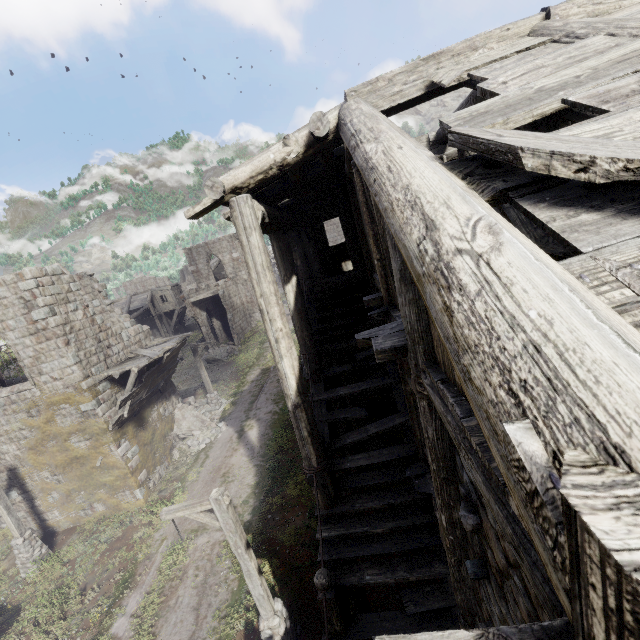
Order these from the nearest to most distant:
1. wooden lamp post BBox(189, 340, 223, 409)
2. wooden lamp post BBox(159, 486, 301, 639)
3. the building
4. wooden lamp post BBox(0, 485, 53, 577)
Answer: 1. the building
2. wooden lamp post BBox(159, 486, 301, 639)
3. wooden lamp post BBox(0, 485, 53, 577)
4. wooden lamp post BBox(189, 340, 223, 409)

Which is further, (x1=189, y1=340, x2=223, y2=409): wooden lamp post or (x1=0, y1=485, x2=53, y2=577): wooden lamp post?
(x1=189, y1=340, x2=223, y2=409): wooden lamp post

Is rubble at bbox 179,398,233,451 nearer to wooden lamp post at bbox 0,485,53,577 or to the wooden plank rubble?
the wooden plank rubble

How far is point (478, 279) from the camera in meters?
1.3

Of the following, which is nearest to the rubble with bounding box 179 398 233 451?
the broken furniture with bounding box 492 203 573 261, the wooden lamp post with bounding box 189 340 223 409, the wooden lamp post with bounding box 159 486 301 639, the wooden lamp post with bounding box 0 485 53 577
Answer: the wooden lamp post with bounding box 189 340 223 409

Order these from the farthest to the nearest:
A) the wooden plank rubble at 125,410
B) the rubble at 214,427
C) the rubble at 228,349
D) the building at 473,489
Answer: the rubble at 228,349 → the rubble at 214,427 → the wooden plank rubble at 125,410 → the building at 473,489

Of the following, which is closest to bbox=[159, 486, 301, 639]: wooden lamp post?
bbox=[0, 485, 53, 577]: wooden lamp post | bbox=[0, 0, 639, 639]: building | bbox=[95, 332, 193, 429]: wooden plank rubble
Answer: bbox=[0, 0, 639, 639]: building

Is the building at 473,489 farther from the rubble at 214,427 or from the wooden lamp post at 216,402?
the wooden lamp post at 216,402
